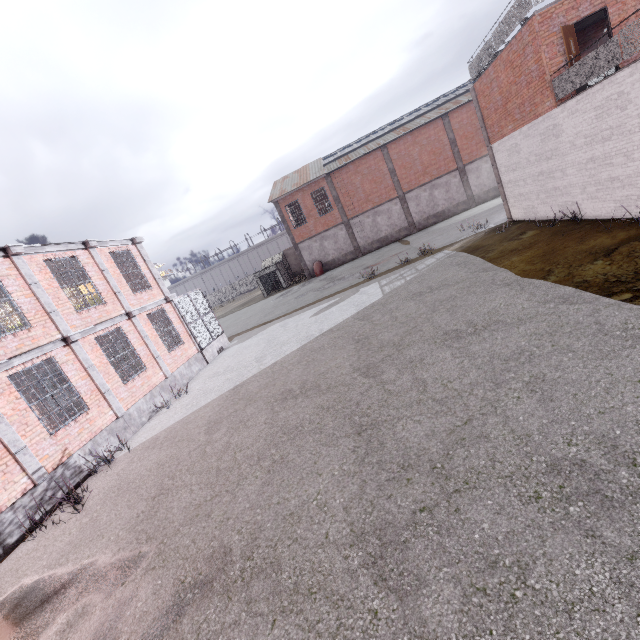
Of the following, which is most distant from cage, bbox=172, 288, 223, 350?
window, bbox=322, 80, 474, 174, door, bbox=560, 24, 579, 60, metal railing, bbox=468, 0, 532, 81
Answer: door, bbox=560, 24, 579, 60

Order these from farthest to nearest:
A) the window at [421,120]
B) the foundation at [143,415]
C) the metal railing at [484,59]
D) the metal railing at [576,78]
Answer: the window at [421,120] → the metal railing at [484,59] → the metal railing at [576,78] → the foundation at [143,415]

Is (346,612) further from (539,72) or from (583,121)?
(539,72)

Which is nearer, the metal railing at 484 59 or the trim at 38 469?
the trim at 38 469

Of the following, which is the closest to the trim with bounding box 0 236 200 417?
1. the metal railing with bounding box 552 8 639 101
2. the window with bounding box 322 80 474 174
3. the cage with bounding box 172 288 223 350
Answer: the cage with bounding box 172 288 223 350

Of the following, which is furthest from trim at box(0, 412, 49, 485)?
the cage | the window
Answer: the window

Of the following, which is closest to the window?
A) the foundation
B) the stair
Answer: the stair

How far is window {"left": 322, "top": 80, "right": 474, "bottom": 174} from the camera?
29.8 meters
